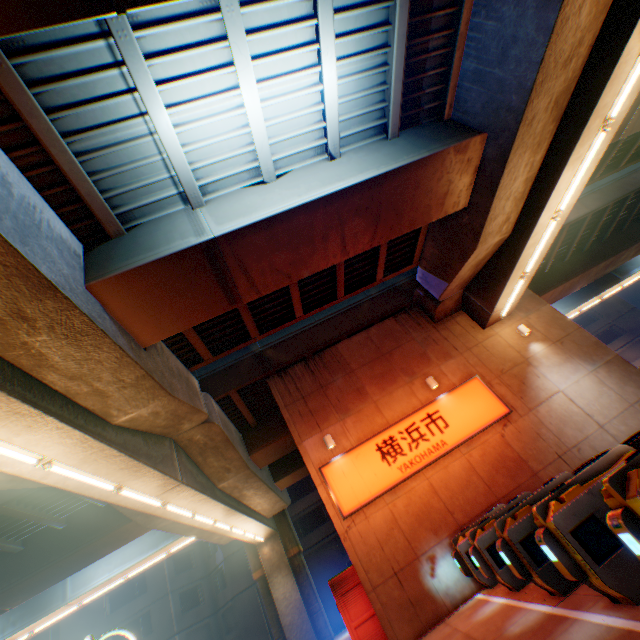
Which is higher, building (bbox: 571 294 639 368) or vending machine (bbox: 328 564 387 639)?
building (bbox: 571 294 639 368)

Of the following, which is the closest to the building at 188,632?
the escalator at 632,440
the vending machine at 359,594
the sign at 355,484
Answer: the vending machine at 359,594

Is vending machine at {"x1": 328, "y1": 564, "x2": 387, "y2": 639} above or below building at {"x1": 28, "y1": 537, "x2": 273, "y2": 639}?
below

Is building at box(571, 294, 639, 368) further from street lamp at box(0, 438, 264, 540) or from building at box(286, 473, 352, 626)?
street lamp at box(0, 438, 264, 540)

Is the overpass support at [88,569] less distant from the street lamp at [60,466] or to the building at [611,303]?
the street lamp at [60,466]

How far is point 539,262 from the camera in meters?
11.4

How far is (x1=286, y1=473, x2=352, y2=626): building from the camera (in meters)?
27.92

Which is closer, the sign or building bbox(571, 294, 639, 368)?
the sign
